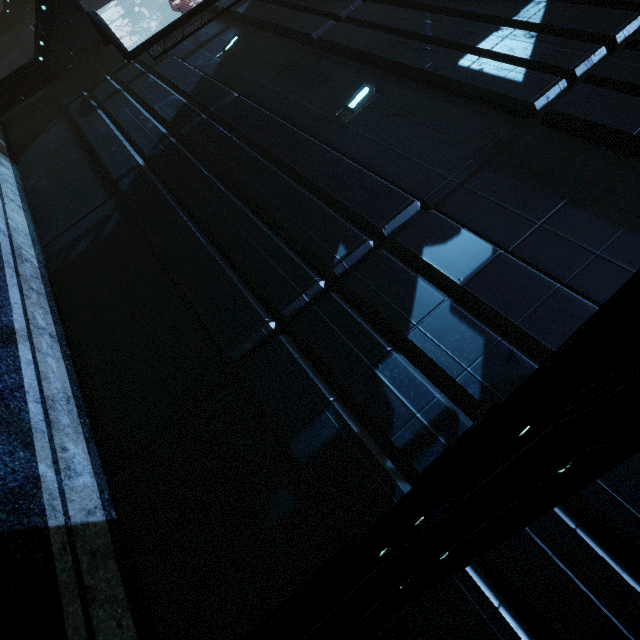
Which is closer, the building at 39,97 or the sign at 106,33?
the building at 39,97

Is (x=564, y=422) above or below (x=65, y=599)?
above

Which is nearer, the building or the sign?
the building
